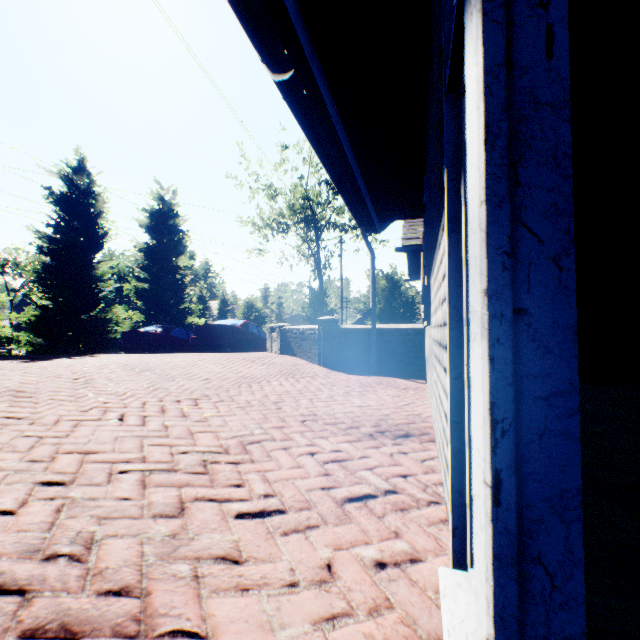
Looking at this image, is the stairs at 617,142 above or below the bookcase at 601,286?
above

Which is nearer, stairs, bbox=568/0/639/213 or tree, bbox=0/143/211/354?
stairs, bbox=568/0/639/213

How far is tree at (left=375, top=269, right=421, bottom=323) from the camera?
20.2 meters

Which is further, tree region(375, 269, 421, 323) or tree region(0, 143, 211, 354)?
tree region(375, 269, 421, 323)

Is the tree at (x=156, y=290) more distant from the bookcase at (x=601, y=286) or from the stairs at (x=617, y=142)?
the bookcase at (x=601, y=286)

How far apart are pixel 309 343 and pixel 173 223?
17.4m
